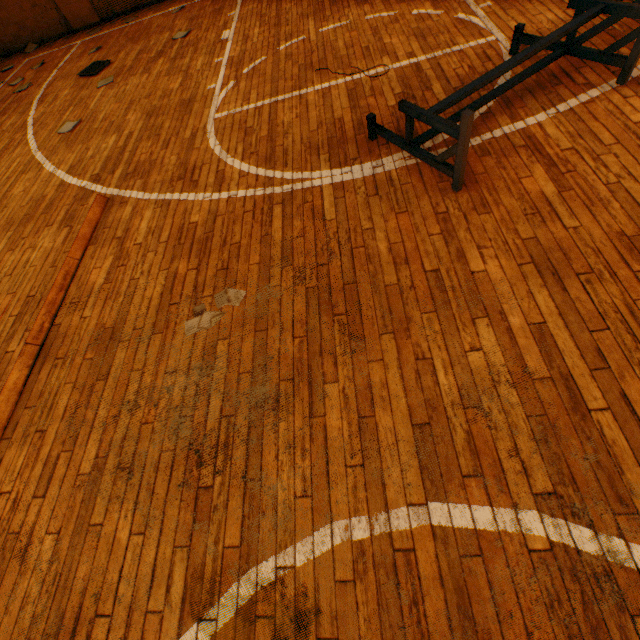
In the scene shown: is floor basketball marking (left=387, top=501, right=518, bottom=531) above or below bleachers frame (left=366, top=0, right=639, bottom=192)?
below

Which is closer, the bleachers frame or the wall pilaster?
the bleachers frame

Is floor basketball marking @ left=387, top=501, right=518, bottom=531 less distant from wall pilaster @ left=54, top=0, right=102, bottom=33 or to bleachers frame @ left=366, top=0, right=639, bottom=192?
bleachers frame @ left=366, top=0, right=639, bottom=192

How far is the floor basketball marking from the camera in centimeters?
153cm

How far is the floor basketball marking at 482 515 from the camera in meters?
1.5 m

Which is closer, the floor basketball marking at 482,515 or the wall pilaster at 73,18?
the floor basketball marking at 482,515

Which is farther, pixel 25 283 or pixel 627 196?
pixel 25 283

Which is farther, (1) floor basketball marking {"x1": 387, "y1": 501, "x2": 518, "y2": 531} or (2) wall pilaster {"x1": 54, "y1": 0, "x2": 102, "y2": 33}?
(2) wall pilaster {"x1": 54, "y1": 0, "x2": 102, "y2": 33}
